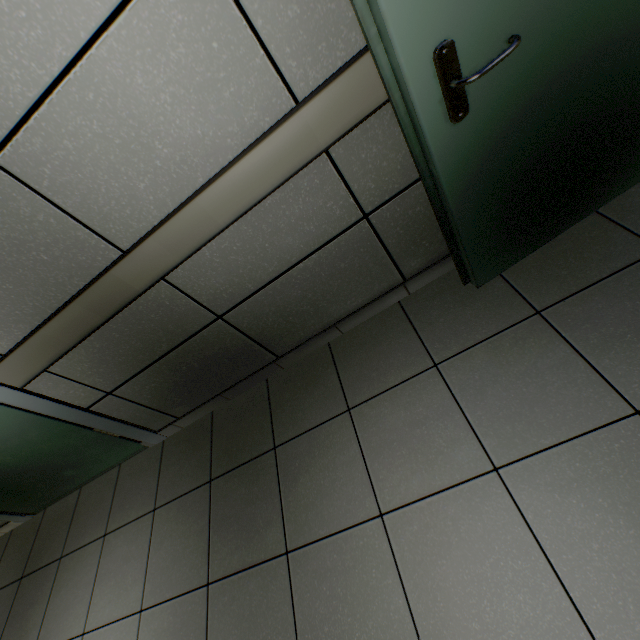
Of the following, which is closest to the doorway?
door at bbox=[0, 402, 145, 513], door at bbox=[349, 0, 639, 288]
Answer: door at bbox=[0, 402, 145, 513]

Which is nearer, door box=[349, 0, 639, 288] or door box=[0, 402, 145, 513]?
door box=[349, 0, 639, 288]

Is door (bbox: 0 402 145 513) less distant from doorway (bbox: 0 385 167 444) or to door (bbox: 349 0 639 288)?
doorway (bbox: 0 385 167 444)

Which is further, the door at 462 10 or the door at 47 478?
the door at 47 478

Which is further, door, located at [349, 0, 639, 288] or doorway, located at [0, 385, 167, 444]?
doorway, located at [0, 385, 167, 444]

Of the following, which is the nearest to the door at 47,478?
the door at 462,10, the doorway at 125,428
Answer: the doorway at 125,428

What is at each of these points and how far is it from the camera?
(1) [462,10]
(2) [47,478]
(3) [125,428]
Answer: (1) door, 0.9m
(2) door, 2.5m
(3) doorway, 2.2m
